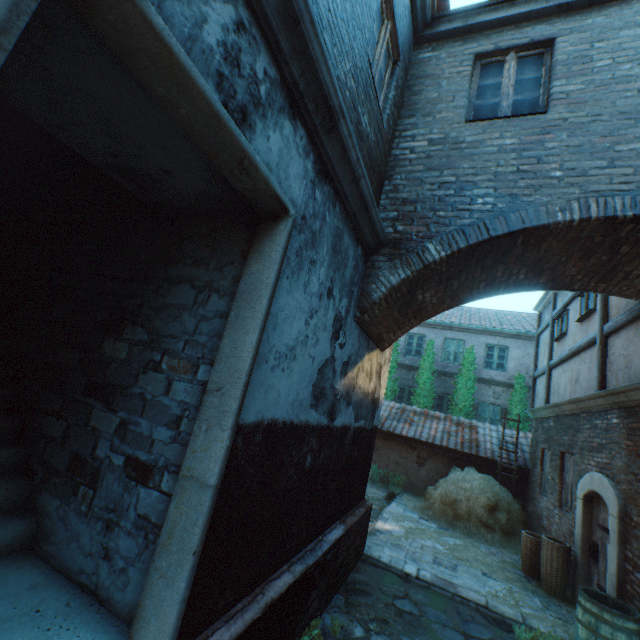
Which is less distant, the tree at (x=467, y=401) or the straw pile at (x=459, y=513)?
the straw pile at (x=459, y=513)

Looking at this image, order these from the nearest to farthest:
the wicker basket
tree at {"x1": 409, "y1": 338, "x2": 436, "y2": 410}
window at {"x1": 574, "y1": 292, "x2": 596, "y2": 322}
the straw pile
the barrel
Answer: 1. the barrel
2. the wicker basket
3. window at {"x1": 574, "y1": 292, "x2": 596, "y2": 322}
4. the straw pile
5. tree at {"x1": 409, "y1": 338, "x2": 436, "y2": 410}

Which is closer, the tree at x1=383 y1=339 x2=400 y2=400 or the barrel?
the barrel

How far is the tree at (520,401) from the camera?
14.18m

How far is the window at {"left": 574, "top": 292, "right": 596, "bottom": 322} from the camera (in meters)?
7.28

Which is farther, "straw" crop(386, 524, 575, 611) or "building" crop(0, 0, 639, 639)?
"straw" crop(386, 524, 575, 611)

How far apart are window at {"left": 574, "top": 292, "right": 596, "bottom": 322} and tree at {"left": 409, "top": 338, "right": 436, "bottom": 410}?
8.29m

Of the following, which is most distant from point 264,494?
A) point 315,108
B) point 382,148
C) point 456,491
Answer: point 456,491
